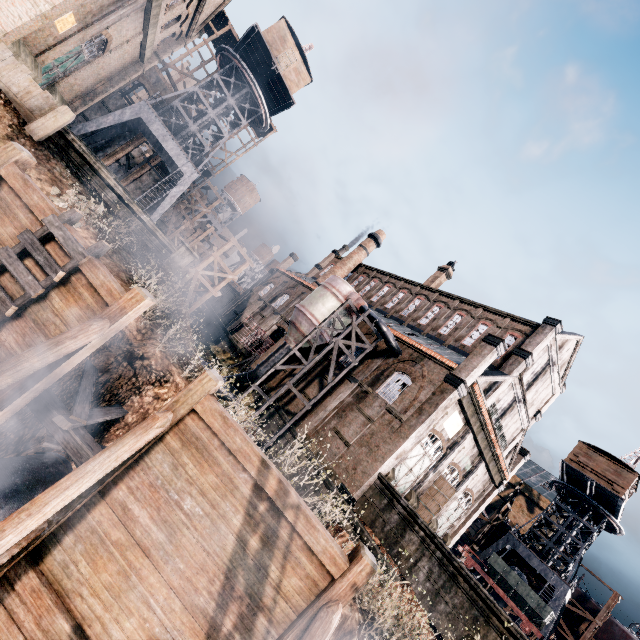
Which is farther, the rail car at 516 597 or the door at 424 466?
the door at 424 466

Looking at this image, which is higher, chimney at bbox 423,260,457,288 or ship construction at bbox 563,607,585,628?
chimney at bbox 423,260,457,288

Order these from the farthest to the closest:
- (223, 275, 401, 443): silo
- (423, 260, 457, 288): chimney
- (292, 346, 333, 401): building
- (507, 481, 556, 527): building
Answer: (507, 481, 556, 527): building < (423, 260, 457, 288): chimney < (292, 346, 333, 401): building < (223, 275, 401, 443): silo

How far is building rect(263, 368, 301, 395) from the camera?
31.9m

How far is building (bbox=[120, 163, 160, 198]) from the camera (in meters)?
42.31

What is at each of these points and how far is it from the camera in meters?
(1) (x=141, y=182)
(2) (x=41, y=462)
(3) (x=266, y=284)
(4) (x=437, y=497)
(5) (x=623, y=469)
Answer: (1) building, 43.2 m
(2) pipe, 7.1 m
(3) building, 51.6 m
(4) door, 27.1 m
(5) building, 31.1 m

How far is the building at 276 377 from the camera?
31.9m
